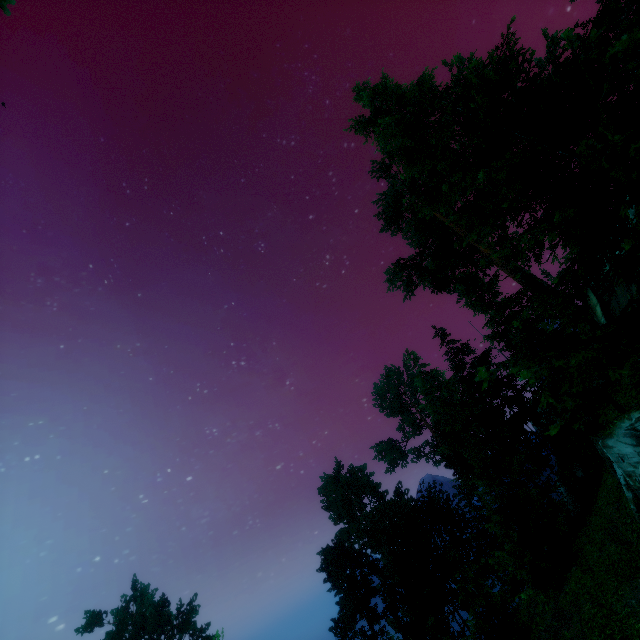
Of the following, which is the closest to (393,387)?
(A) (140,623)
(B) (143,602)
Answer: (A) (140,623)

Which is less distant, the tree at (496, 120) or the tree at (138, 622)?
the tree at (496, 120)

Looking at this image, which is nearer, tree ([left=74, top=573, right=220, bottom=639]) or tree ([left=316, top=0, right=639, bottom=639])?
tree ([left=316, top=0, right=639, bottom=639])
